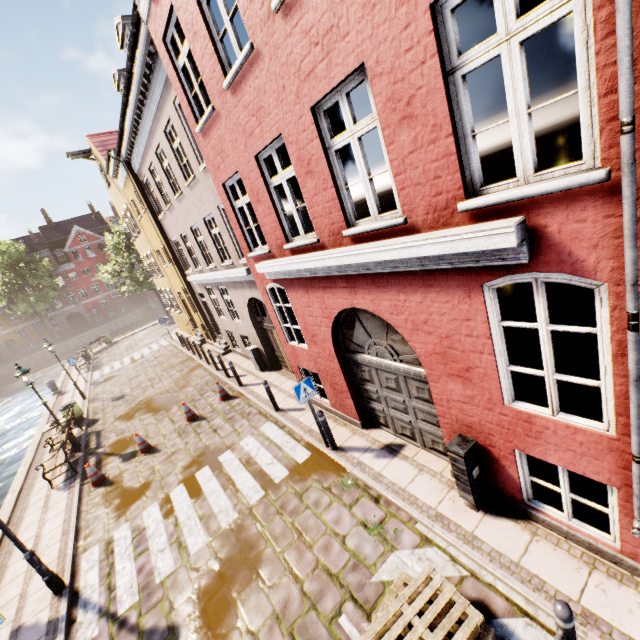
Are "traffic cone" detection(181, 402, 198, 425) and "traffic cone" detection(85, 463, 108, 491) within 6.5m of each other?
yes

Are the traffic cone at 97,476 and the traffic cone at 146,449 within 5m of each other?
yes

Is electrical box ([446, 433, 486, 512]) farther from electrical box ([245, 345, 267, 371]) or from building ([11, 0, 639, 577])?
electrical box ([245, 345, 267, 371])

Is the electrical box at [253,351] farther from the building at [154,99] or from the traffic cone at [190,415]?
the traffic cone at [190,415]

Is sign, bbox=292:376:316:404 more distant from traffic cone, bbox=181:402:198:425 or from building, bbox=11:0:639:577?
traffic cone, bbox=181:402:198:425

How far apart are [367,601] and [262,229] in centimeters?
699cm

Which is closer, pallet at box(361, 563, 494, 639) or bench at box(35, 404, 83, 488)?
pallet at box(361, 563, 494, 639)

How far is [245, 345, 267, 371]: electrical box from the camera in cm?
1302
